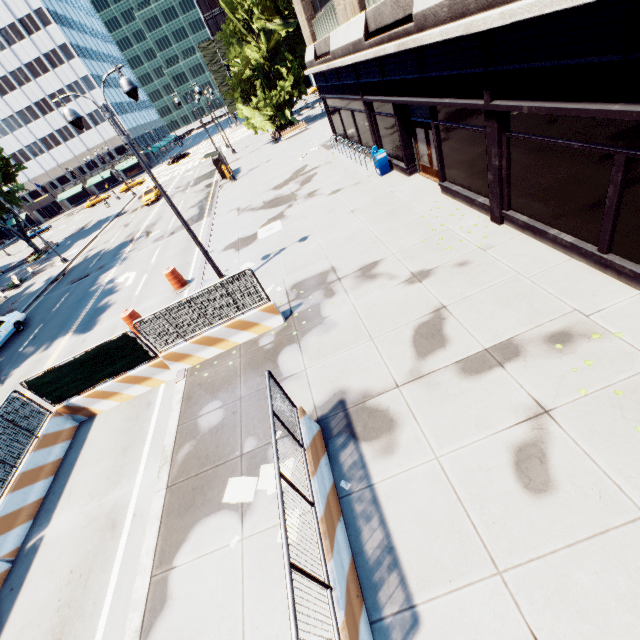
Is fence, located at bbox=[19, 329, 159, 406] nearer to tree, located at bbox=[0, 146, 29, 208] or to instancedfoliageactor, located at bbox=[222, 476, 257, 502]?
instancedfoliageactor, located at bbox=[222, 476, 257, 502]

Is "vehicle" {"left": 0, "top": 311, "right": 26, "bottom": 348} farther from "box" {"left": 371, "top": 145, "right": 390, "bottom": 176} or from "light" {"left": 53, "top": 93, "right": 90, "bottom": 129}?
"box" {"left": 371, "top": 145, "right": 390, "bottom": 176}

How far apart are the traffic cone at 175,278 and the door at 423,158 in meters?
11.9 m

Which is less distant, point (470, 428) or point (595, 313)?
point (470, 428)

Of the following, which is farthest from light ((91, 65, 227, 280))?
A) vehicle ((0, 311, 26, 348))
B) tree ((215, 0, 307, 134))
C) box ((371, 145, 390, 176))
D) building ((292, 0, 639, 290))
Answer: vehicle ((0, 311, 26, 348))

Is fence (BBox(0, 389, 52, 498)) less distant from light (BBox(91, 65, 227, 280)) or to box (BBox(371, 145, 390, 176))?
light (BBox(91, 65, 227, 280))

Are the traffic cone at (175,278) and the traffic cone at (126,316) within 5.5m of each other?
yes

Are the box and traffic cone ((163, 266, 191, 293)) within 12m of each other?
yes
